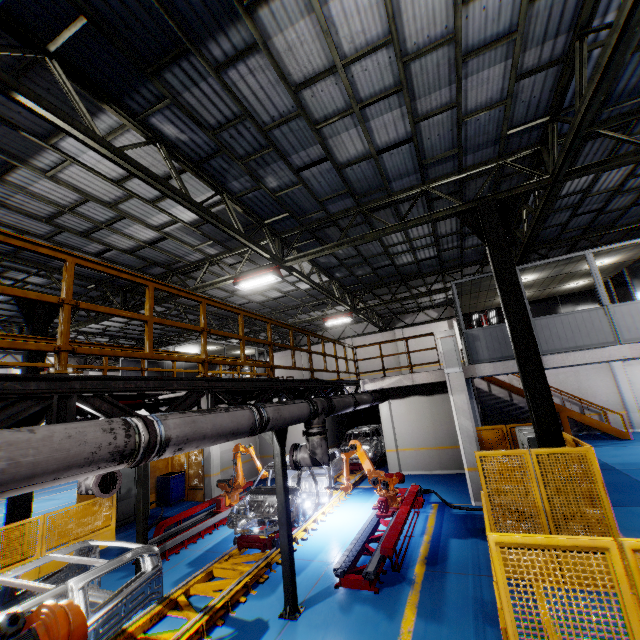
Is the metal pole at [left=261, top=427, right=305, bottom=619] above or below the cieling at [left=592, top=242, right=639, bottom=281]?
below

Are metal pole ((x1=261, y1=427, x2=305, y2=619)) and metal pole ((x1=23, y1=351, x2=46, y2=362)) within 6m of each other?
no

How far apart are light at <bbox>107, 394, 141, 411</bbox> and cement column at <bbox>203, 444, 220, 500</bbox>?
9.5 meters

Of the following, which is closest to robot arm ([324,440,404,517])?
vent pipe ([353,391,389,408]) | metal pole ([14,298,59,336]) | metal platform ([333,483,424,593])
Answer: metal platform ([333,483,424,593])

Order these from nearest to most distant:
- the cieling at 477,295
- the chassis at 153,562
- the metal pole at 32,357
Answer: the chassis at 153,562 < the metal pole at 32,357 < the cieling at 477,295

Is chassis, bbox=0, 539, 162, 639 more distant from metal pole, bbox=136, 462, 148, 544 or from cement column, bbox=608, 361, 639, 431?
cement column, bbox=608, 361, 639, 431

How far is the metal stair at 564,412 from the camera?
16.0 meters

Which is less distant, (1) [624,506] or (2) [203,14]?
(2) [203,14]
